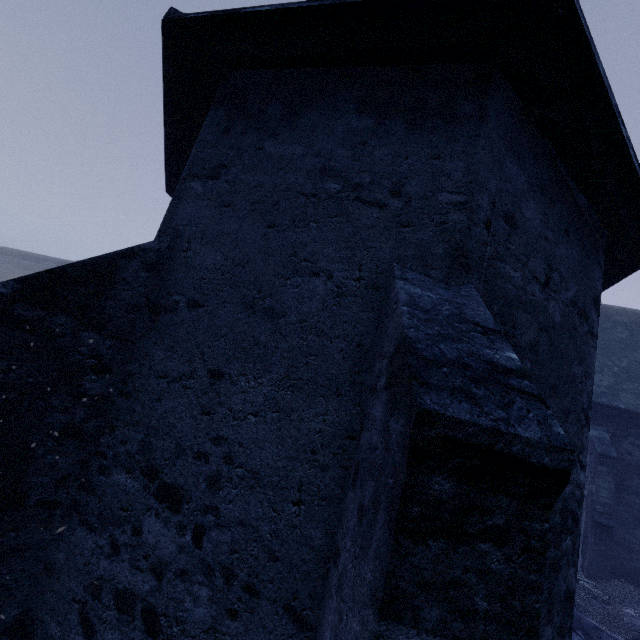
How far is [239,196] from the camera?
3.3 meters

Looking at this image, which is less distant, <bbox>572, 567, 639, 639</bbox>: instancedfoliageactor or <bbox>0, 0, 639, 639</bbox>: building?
<bbox>0, 0, 639, 639</bbox>: building

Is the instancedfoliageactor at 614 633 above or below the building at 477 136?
below

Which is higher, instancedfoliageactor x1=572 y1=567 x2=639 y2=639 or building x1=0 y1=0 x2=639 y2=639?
building x1=0 y1=0 x2=639 y2=639

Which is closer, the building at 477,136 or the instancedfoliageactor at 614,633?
the building at 477,136
